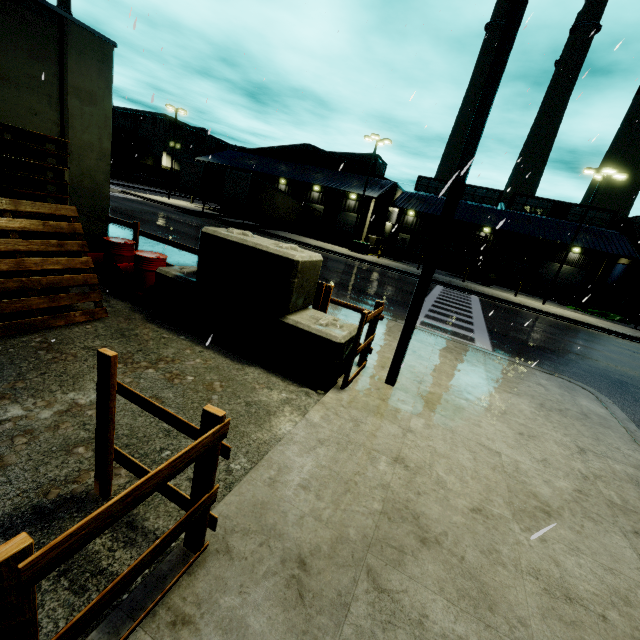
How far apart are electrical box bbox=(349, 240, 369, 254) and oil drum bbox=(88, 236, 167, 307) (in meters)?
23.51

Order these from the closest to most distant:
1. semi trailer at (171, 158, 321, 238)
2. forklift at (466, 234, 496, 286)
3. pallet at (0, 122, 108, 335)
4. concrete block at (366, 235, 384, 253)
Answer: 1. pallet at (0, 122, 108, 335)
2. semi trailer at (171, 158, 321, 238)
3. forklift at (466, 234, 496, 286)
4. concrete block at (366, 235, 384, 253)

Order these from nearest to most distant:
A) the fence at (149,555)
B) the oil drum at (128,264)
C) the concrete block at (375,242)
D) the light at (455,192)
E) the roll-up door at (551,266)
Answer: the fence at (149,555) < the light at (455,192) < the oil drum at (128,264) < the concrete block at (375,242) < the roll-up door at (551,266)

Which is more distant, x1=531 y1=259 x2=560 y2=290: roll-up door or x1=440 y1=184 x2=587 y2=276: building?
x1=531 y1=259 x2=560 y2=290: roll-up door

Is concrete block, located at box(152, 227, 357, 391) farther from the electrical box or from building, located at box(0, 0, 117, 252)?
the electrical box

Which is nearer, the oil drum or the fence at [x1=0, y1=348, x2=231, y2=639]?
the fence at [x1=0, y1=348, x2=231, y2=639]

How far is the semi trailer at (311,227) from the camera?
27.4m

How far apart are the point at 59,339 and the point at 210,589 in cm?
441
